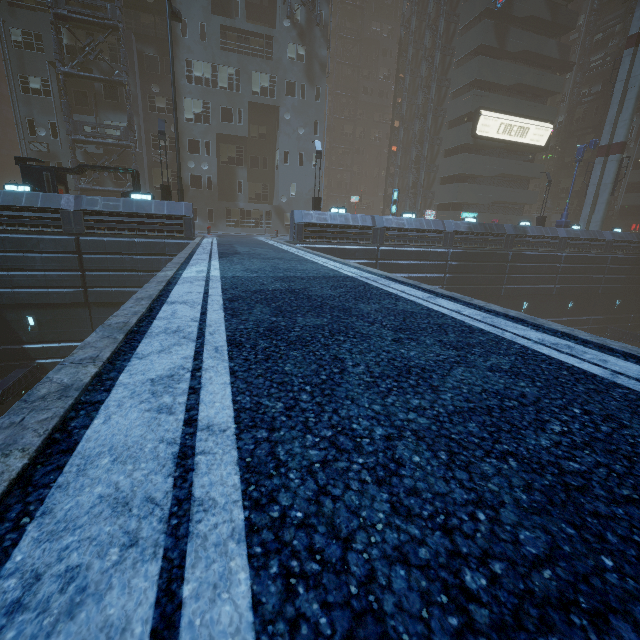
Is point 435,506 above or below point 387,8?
below

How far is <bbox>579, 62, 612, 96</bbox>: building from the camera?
41.22m

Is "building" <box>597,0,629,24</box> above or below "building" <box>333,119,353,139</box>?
above

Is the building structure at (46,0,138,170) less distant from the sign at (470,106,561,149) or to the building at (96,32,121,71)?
the building at (96,32,121,71)

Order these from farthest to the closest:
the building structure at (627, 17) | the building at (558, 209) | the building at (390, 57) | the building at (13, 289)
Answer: the building at (390, 57) < the building at (558, 209) < the building structure at (627, 17) < the building at (13, 289)

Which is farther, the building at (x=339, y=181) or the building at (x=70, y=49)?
the building at (x=339, y=181)

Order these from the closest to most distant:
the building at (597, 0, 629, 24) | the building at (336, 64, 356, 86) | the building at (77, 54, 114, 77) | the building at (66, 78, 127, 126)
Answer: the building at (77, 54, 114, 77)
the building at (66, 78, 127, 126)
the building at (597, 0, 629, 24)
the building at (336, 64, 356, 86)
